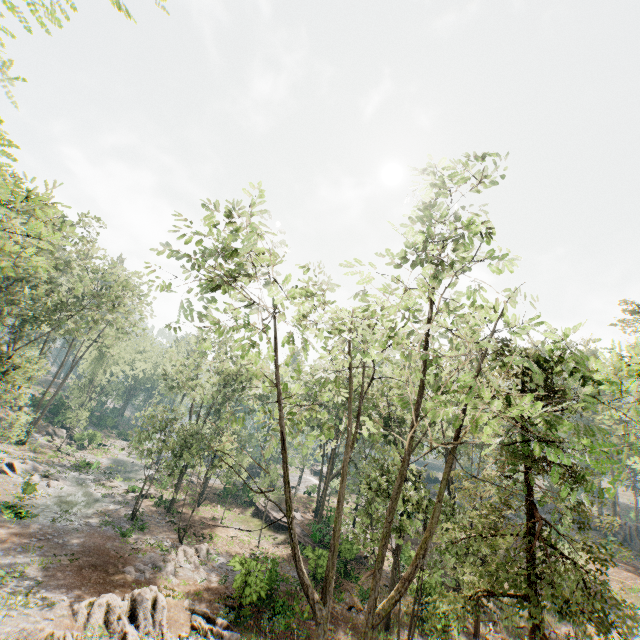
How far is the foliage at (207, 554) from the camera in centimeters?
2217cm

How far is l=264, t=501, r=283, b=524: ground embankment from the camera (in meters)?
35.06

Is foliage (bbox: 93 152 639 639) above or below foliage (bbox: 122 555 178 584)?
above

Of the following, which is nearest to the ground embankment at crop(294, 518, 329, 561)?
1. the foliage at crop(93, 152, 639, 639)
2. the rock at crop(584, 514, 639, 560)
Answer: the foliage at crop(93, 152, 639, 639)

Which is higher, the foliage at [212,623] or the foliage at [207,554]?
the foliage at [212,623]

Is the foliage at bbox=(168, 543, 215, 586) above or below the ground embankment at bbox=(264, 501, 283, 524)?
below

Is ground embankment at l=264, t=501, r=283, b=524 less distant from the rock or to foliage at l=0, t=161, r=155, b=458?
foliage at l=0, t=161, r=155, b=458

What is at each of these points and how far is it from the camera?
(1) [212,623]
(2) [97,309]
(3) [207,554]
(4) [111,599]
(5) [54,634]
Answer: (1) foliage, 16.53m
(2) foliage, 31.73m
(3) foliage, 24.97m
(4) foliage, 15.55m
(5) foliage, 12.58m
